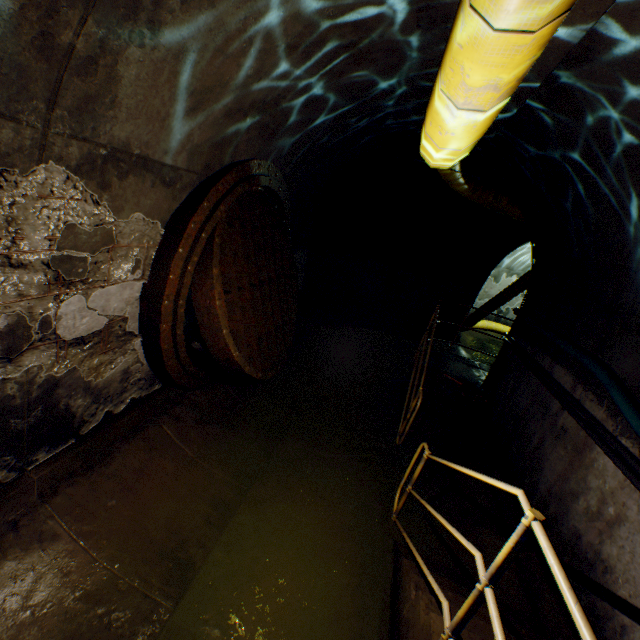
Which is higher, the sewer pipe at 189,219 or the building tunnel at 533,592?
the sewer pipe at 189,219

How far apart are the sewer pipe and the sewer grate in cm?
1

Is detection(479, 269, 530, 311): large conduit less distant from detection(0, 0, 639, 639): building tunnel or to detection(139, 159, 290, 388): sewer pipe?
detection(0, 0, 639, 639): building tunnel

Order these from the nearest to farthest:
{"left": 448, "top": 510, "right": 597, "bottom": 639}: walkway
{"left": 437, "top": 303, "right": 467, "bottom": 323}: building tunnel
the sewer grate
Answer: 1. {"left": 448, "top": 510, "right": 597, "bottom": 639}: walkway
2. the sewer grate
3. {"left": 437, "top": 303, "right": 467, "bottom": 323}: building tunnel

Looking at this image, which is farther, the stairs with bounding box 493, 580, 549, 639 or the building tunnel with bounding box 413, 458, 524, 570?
the building tunnel with bounding box 413, 458, 524, 570

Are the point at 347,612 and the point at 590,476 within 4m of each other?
yes

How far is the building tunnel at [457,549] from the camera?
3.6m

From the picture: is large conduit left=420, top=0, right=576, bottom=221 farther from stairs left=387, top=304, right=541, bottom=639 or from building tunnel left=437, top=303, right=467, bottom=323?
stairs left=387, top=304, right=541, bottom=639
